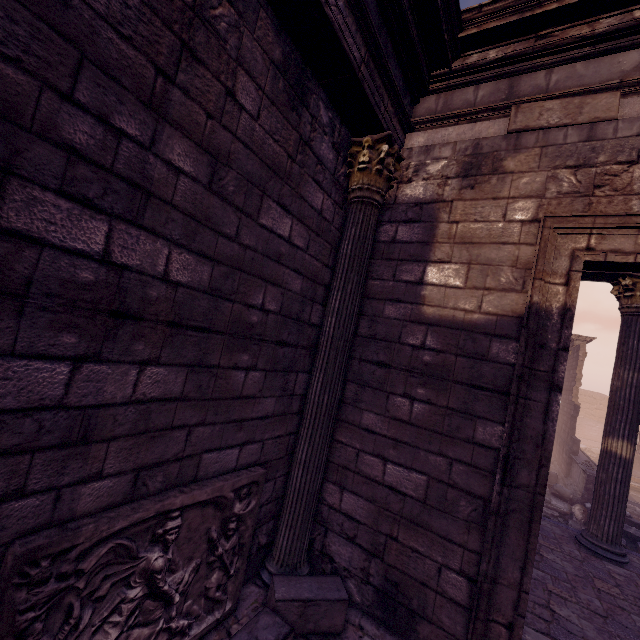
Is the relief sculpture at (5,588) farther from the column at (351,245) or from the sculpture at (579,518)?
the sculpture at (579,518)

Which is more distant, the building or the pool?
the pool

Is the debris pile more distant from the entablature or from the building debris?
the entablature

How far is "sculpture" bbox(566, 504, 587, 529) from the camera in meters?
10.5 m

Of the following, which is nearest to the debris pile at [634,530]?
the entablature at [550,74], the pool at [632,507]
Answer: the pool at [632,507]

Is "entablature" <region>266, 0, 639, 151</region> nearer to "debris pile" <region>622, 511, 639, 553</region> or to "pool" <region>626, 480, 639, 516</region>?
"debris pile" <region>622, 511, 639, 553</region>

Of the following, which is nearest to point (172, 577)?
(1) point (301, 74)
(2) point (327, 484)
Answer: (2) point (327, 484)

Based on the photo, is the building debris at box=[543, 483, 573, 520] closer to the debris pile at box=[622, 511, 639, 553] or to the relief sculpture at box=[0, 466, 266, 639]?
the debris pile at box=[622, 511, 639, 553]
